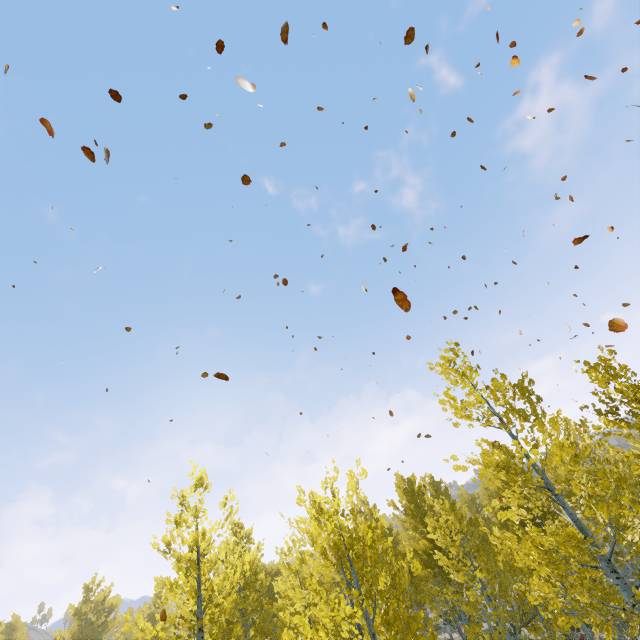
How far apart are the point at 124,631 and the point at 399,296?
11.8m
